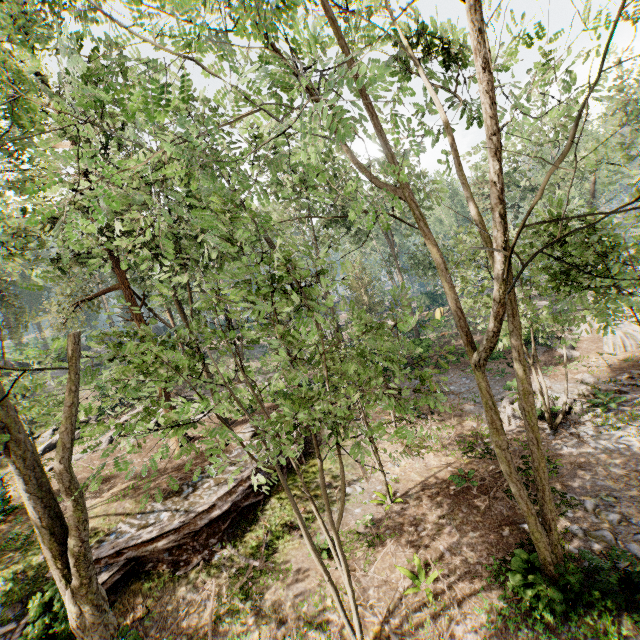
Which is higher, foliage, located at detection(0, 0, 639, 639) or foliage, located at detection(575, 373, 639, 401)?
foliage, located at detection(0, 0, 639, 639)

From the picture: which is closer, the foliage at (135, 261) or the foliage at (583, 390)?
the foliage at (135, 261)

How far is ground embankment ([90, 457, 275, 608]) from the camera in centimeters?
1107cm

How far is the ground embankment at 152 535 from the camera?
11.1 meters

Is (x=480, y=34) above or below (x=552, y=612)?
above

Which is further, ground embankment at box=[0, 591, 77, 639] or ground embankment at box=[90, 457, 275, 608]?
ground embankment at box=[90, 457, 275, 608]

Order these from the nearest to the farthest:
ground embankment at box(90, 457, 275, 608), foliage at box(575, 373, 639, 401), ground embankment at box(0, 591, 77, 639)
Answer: ground embankment at box(0, 591, 77, 639)
ground embankment at box(90, 457, 275, 608)
foliage at box(575, 373, 639, 401)

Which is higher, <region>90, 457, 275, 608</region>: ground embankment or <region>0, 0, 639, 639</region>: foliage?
<region>0, 0, 639, 639</region>: foliage
